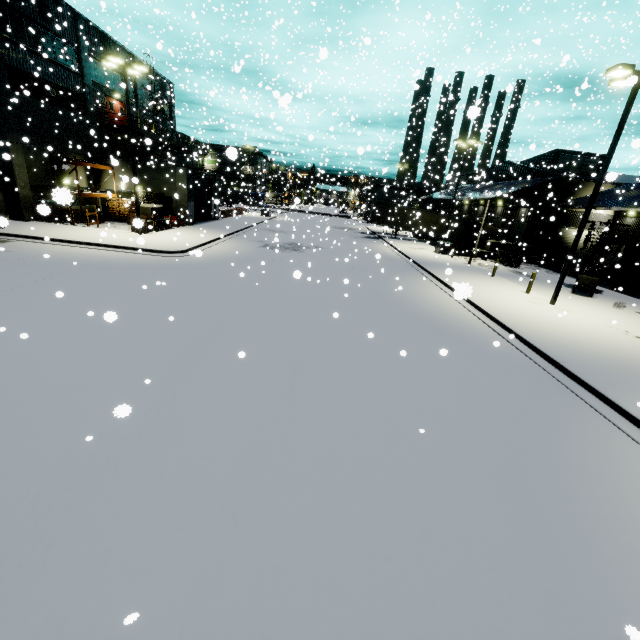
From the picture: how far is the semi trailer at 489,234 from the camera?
38.5m

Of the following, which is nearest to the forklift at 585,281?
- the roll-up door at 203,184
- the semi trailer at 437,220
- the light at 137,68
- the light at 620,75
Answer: the light at 620,75

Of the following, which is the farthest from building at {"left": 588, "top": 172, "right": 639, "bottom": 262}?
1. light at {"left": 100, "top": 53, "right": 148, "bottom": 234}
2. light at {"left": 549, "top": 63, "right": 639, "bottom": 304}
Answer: light at {"left": 100, "top": 53, "right": 148, "bottom": 234}

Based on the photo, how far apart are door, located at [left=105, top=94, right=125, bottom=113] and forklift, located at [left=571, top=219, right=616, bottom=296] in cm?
3915

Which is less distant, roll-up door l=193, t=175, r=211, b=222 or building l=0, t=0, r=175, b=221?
building l=0, t=0, r=175, b=221

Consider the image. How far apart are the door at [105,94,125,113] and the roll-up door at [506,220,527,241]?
37.8m

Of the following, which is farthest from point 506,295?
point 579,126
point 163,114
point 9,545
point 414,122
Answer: point 163,114

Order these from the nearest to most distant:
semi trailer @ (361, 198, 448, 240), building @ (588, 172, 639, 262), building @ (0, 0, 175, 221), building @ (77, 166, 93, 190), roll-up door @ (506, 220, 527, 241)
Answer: building @ (0, 0, 175, 221) → building @ (588, 172, 639, 262) → building @ (77, 166, 93, 190) → roll-up door @ (506, 220, 527, 241) → semi trailer @ (361, 198, 448, 240)
